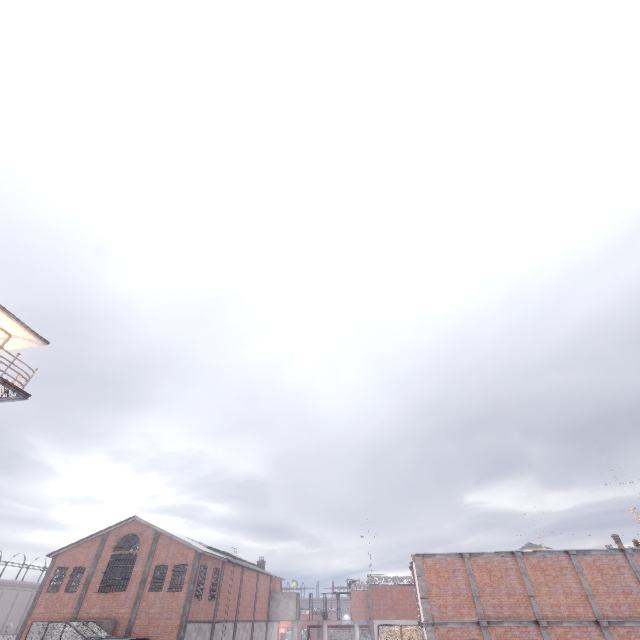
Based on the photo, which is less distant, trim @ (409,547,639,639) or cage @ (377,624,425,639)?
trim @ (409,547,639,639)

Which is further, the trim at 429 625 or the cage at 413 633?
the cage at 413 633

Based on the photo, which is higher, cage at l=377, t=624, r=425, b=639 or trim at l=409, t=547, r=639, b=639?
trim at l=409, t=547, r=639, b=639

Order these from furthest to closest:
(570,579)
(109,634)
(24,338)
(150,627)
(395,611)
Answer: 1. (395,611)
2. (150,627)
3. (109,634)
4. (570,579)
5. (24,338)

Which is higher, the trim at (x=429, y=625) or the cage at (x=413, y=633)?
the trim at (x=429, y=625)
